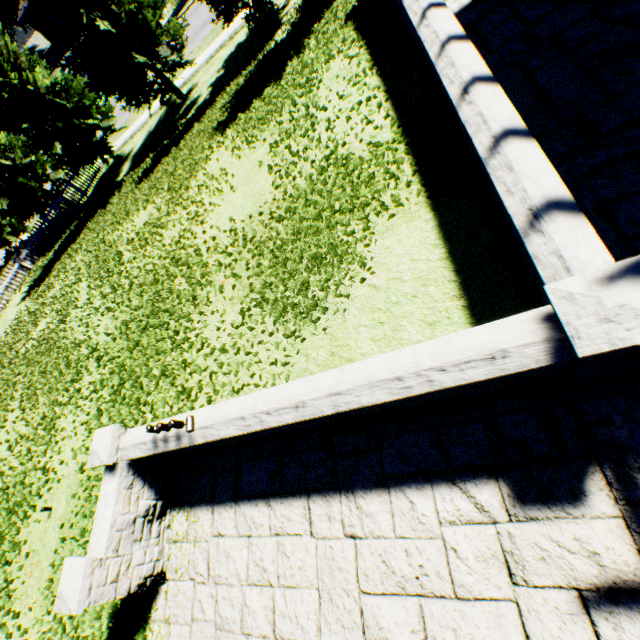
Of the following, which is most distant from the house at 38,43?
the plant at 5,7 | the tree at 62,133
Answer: the tree at 62,133

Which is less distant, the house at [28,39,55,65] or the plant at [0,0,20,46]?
the plant at [0,0,20,46]

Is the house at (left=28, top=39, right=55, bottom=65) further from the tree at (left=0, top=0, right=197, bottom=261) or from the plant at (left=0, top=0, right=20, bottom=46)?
the tree at (left=0, top=0, right=197, bottom=261)

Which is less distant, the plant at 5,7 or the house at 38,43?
the plant at 5,7

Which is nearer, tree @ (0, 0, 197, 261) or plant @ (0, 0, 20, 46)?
tree @ (0, 0, 197, 261)

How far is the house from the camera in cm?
5670

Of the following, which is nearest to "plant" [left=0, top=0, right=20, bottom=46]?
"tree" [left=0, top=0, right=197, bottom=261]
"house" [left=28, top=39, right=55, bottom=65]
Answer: "house" [left=28, top=39, right=55, bottom=65]

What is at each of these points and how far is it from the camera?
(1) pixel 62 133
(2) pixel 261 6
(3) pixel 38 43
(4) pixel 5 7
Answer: (1) tree, 15.58m
(2) tree, 11.86m
(3) house, 59.50m
(4) plant, 47.31m
